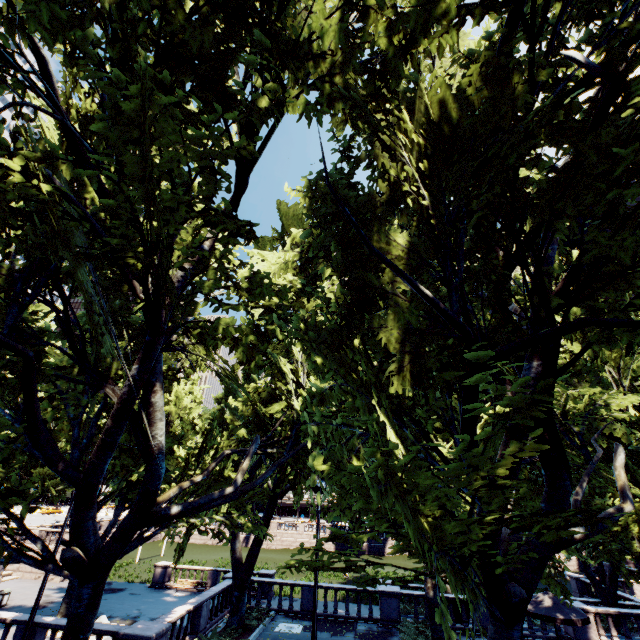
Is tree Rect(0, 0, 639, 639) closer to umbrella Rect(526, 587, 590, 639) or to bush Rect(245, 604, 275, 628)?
bush Rect(245, 604, 275, 628)

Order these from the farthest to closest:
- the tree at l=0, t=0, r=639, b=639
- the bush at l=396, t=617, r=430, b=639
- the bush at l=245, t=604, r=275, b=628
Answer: the bush at l=245, t=604, r=275, b=628 → the bush at l=396, t=617, r=430, b=639 → the tree at l=0, t=0, r=639, b=639

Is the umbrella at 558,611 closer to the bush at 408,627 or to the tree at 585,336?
the tree at 585,336

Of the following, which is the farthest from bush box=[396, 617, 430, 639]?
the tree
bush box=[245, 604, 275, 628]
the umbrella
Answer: bush box=[245, 604, 275, 628]

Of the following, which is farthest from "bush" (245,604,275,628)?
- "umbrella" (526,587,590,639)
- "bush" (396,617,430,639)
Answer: "umbrella" (526,587,590,639)

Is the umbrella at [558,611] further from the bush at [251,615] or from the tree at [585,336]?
the bush at [251,615]

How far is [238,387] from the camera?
12.99m

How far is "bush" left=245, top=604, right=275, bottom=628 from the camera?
17.47m
